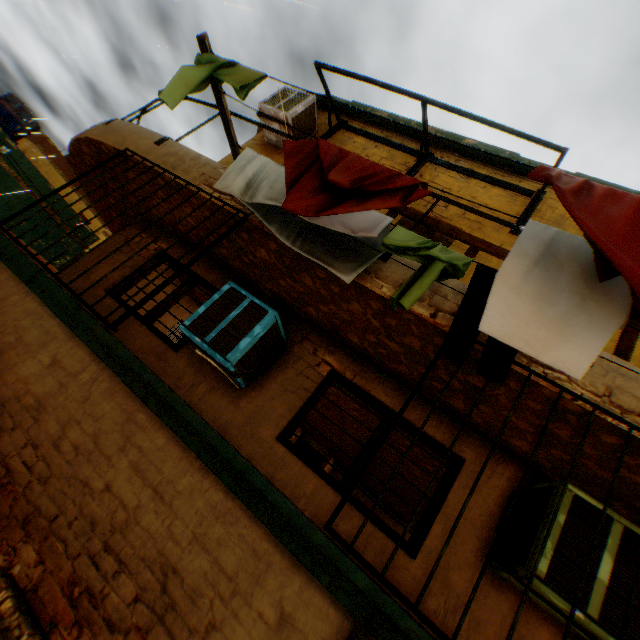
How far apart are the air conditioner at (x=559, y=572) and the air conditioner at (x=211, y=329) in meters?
2.8 m

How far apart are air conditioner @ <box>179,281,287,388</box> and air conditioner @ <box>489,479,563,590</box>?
2.8 meters

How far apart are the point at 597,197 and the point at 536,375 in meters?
1.3 m

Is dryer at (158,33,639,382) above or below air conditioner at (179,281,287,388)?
above

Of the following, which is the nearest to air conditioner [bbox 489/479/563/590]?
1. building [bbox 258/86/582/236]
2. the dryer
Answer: building [bbox 258/86/582/236]

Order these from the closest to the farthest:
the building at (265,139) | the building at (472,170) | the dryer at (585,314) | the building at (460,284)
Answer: Result: the dryer at (585,314) < the building at (460,284) < the building at (265,139) < the building at (472,170)

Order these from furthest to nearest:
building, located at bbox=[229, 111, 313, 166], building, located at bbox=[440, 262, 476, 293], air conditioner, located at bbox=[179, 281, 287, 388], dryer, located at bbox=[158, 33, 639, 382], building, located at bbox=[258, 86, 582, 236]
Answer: building, located at bbox=[258, 86, 582, 236] → building, located at bbox=[229, 111, 313, 166] → air conditioner, located at bbox=[179, 281, 287, 388] → building, located at bbox=[440, 262, 476, 293] → dryer, located at bbox=[158, 33, 639, 382]

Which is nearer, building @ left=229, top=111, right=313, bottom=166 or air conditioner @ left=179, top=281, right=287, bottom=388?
air conditioner @ left=179, top=281, right=287, bottom=388
